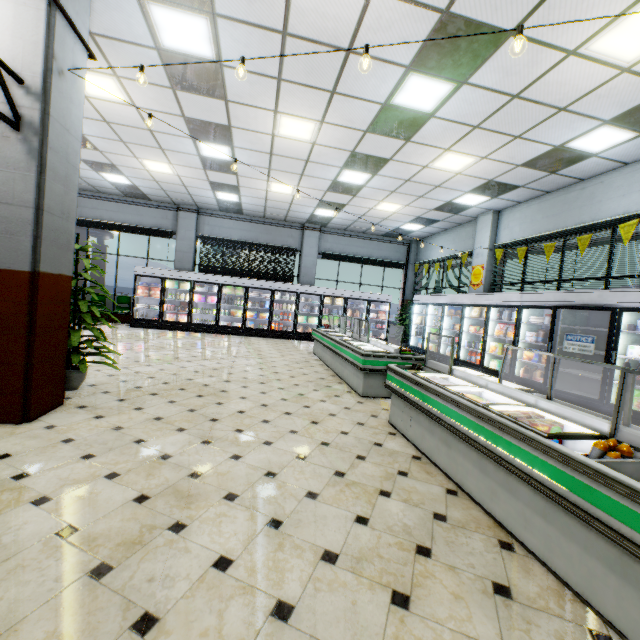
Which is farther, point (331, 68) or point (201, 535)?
point (331, 68)

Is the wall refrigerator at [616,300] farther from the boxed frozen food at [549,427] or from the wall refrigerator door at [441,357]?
the boxed frozen food at [549,427]

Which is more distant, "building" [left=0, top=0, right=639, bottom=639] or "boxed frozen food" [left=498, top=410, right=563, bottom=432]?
"boxed frozen food" [left=498, top=410, right=563, bottom=432]

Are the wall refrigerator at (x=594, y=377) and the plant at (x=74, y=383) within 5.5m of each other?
no

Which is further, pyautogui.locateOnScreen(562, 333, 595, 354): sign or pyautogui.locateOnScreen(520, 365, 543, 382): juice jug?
pyautogui.locateOnScreen(520, 365, 543, 382): juice jug

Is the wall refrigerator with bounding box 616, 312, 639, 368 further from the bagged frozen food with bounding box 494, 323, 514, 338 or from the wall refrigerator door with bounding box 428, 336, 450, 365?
the bagged frozen food with bounding box 494, 323, 514, 338

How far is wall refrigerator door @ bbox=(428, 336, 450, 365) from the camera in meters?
10.1

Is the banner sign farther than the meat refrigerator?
Yes
